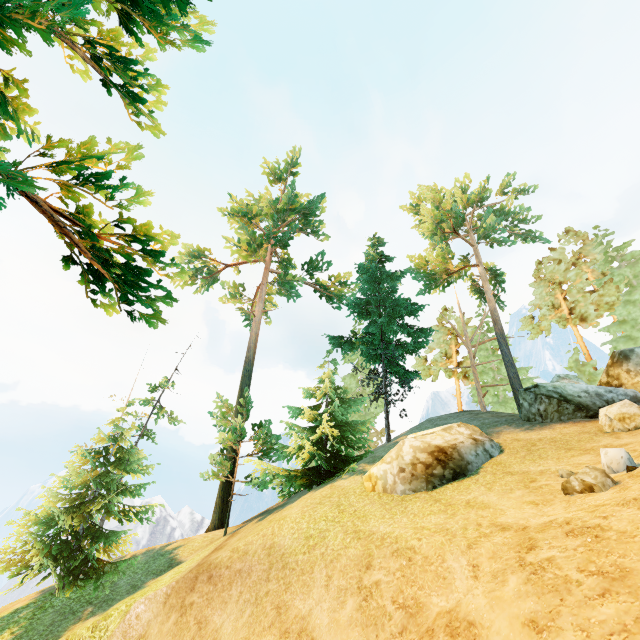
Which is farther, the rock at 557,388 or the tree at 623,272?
the tree at 623,272

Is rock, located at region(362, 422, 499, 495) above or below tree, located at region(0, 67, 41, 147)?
below

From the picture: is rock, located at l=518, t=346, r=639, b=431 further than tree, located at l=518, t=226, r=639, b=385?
No

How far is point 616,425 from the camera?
11.62m

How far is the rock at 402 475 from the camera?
11.17m

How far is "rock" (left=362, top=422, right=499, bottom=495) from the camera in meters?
11.2 m

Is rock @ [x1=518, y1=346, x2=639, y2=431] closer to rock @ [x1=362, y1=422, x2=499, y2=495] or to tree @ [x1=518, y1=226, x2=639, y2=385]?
rock @ [x1=362, y1=422, x2=499, y2=495]

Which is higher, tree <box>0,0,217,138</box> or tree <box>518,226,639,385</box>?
tree <box>518,226,639,385</box>
